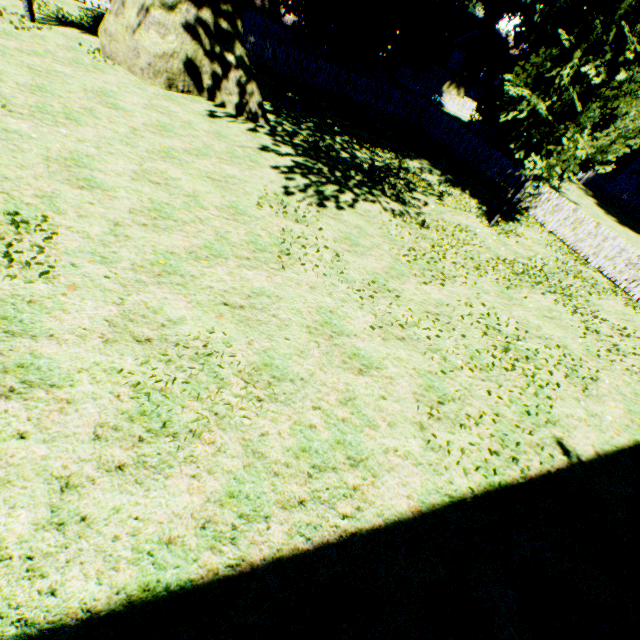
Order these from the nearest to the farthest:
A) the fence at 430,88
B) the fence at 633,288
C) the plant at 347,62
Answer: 1. the fence at 633,288
2. the fence at 430,88
3. the plant at 347,62

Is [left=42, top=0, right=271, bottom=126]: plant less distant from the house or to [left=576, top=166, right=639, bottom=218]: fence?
[left=576, top=166, right=639, bottom=218]: fence

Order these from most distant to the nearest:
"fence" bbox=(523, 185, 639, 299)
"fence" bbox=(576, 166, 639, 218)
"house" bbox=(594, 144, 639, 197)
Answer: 1. "house" bbox=(594, 144, 639, 197)
2. "fence" bbox=(576, 166, 639, 218)
3. "fence" bbox=(523, 185, 639, 299)

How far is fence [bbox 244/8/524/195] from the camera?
16.5 meters

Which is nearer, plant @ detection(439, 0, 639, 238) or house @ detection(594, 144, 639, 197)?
plant @ detection(439, 0, 639, 238)

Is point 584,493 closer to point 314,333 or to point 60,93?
point 314,333

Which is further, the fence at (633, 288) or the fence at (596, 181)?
the fence at (596, 181)
